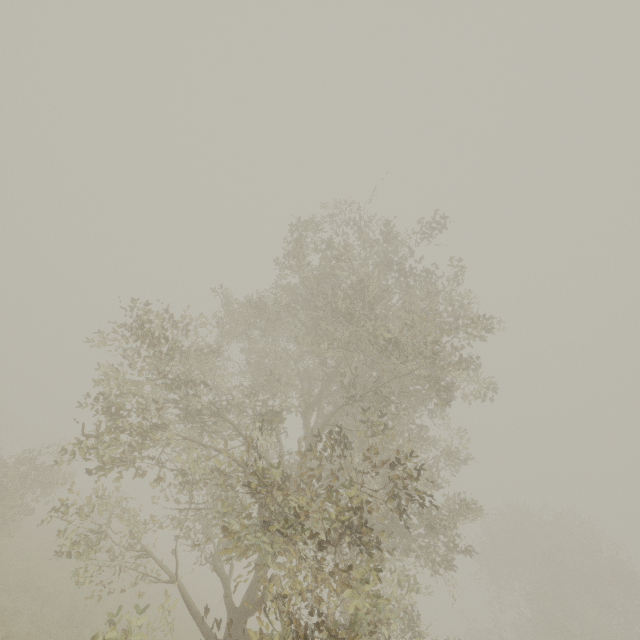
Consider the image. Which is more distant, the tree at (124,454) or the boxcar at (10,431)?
the boxcar at (10,431)

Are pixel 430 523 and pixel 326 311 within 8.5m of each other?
yes

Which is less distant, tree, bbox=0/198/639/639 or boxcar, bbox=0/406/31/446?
tree, bbox=0/198/639/639
